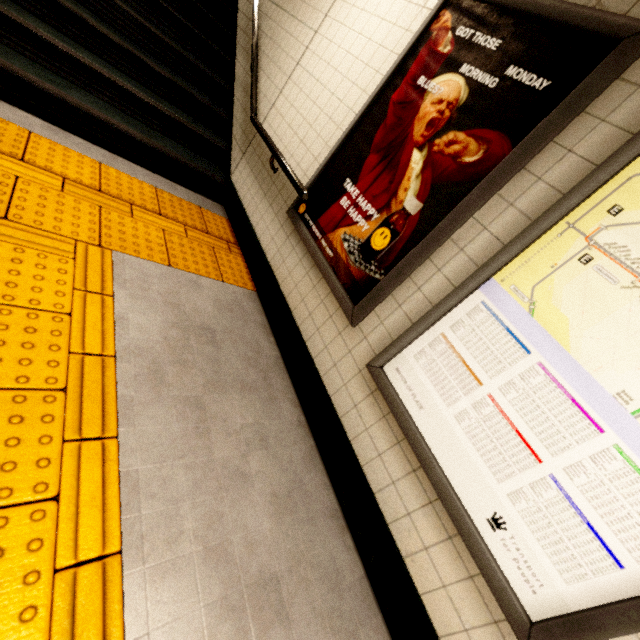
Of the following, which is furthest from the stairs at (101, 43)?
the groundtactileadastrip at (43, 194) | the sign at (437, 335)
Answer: the sign at (437, 335)

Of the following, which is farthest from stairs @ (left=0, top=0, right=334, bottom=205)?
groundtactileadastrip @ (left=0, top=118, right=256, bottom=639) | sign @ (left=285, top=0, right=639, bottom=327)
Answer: sign @ (left=285, top=0, right=639, bottom=327)

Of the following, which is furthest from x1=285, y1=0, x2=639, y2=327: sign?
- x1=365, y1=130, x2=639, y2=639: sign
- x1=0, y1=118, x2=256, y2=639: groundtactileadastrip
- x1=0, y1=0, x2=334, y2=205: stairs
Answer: x1=0, y1=0, x2=334, y2=205: stairs

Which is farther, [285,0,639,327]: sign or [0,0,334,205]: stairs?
[0,0,334,205]: stairs

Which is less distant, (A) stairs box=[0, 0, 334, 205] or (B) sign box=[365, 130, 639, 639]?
(B) sign box=[365, 130, 639, 639]

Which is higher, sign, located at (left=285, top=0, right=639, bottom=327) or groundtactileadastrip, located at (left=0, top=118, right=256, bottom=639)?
sign, located at (left=285, top=0, right=639, bottom=327)

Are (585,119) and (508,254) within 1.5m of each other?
yes

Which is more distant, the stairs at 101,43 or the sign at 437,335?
the stairs at 101,43
